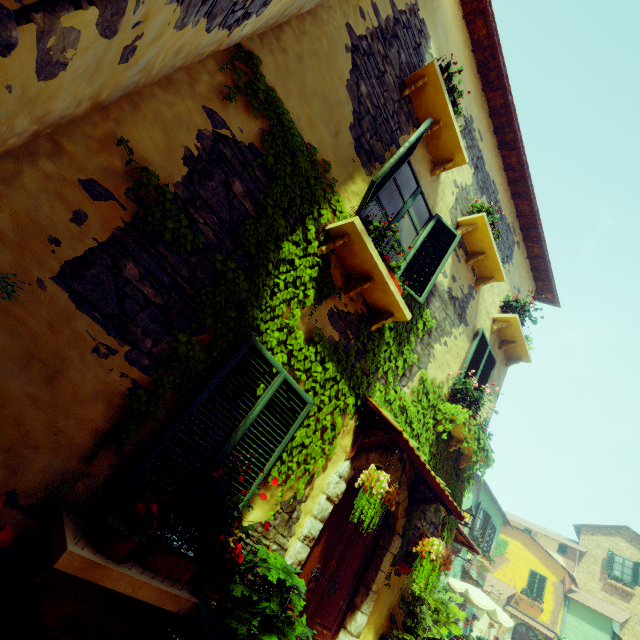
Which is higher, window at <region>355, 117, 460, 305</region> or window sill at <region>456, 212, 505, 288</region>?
window sill at <region>456, 212, 505, 288</region>

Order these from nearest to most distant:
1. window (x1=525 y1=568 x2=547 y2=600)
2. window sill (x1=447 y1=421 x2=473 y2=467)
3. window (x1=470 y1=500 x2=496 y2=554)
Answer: window sill (x1=447 y1=421 x2=473 y2=467) → window (x1=470 y1=500 x2=496 y2=554) → window (x1=525 y1=568 x2=547 y2=600)

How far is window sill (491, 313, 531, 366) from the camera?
7.0m

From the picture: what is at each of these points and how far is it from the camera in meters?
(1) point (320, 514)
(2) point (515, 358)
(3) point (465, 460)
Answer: (1) stone doorway, 3.7 m
(2) window sill, 7.7 m
(3) window sill, 6.1 m

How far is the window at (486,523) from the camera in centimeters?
1728cm

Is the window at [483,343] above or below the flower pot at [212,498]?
above

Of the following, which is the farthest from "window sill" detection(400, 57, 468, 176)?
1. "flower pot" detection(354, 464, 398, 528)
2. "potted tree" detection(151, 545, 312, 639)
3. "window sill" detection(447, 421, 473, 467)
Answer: "potted tree" detection(151, 545, 312, 639)

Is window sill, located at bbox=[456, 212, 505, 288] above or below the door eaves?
above
